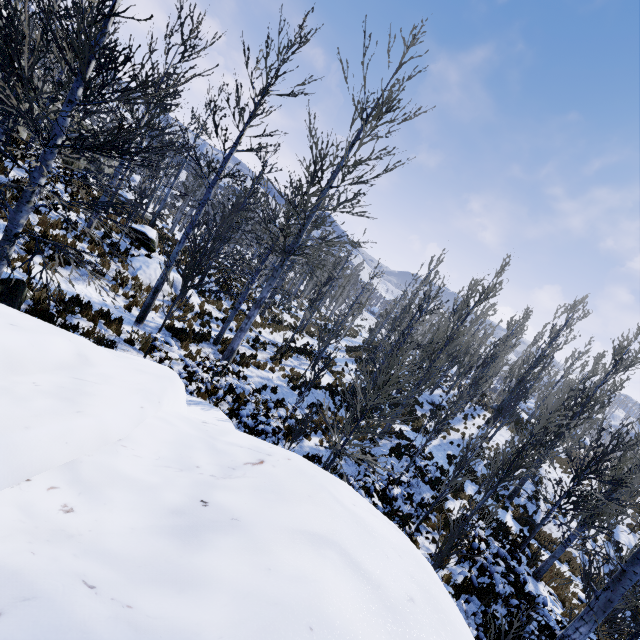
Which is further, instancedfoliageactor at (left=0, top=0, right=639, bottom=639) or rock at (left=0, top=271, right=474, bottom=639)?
instancedfoliageactor at (left=0, top=0, right=639, bottom=639)

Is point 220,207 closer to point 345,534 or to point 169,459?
point 169,459

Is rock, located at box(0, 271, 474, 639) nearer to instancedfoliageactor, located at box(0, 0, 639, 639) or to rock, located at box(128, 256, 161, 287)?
instancedfoliageactor, located at box(0, 0, 639, 639)

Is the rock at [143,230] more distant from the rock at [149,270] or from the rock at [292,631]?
the rock at [292,631]

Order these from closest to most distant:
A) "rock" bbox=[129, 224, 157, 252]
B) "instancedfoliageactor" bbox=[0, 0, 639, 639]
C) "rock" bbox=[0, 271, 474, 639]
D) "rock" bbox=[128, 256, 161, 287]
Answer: "rock" bbox=[0, 271, 474, 639] → "instancedfoliageactor" bbox=[0, 0, 639, 639] → "rock" bbox=[128, 256, 161, 287] → "rock" bbox=[129, 224, 157, 252]

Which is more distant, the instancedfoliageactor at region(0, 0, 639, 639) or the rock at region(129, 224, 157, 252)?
the rock at region(129, 224, 157, 252)

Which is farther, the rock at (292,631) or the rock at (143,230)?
the rock at (143,230)

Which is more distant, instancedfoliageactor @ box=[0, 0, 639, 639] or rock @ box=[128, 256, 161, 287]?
rock @ box=[128, 256, 161, 287]
